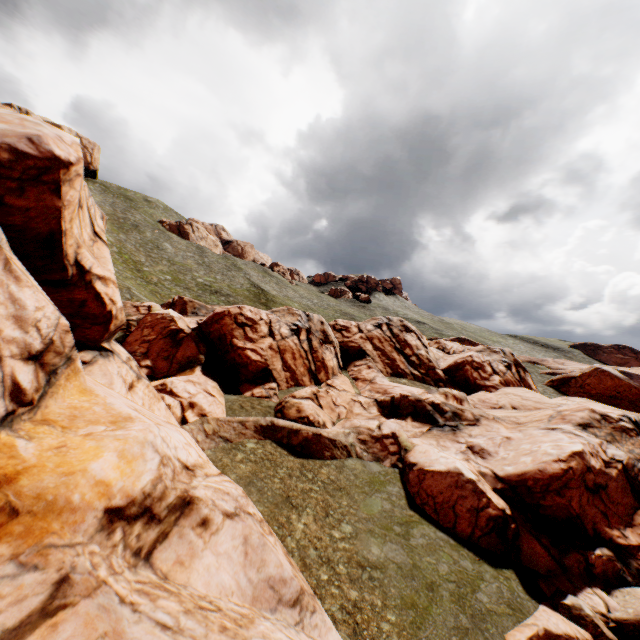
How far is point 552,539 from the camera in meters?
16.3 m
